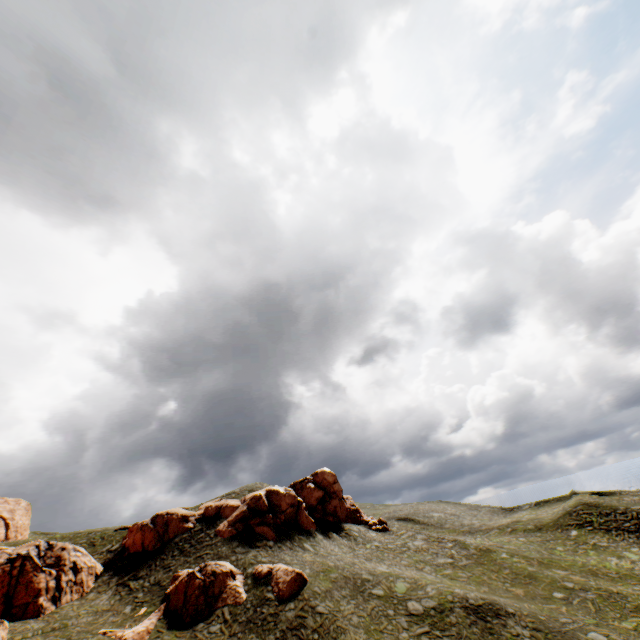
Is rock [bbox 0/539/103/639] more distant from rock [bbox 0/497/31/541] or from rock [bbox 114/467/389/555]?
rock [bbox 0/497/31/541]

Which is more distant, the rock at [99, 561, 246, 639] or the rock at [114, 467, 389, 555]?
the rock at [114, 467, 389, 555]

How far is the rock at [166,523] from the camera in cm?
3731

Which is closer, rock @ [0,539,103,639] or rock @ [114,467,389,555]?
rock @ [0,539,103,639]

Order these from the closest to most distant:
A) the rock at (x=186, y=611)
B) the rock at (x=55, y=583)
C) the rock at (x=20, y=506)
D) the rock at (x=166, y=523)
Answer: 1. the rock at (x=186, y=611)
2. the rock at (x=55, y=583)
3. the rock at (x=166, y=523)
4. the rock at (x=20, y=506)

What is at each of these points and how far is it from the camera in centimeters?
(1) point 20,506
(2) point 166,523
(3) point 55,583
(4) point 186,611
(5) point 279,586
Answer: (1) rock, 5606cm
(2) rock, 3894cm
(3) rock, 2942cm
(4) rock, 2658cm
(5) rock, 2753cm

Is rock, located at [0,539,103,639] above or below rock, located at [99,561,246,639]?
above

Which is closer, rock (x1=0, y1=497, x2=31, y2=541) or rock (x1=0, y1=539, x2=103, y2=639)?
rock (x1=0, y1=539, x2=103, y2=639)
